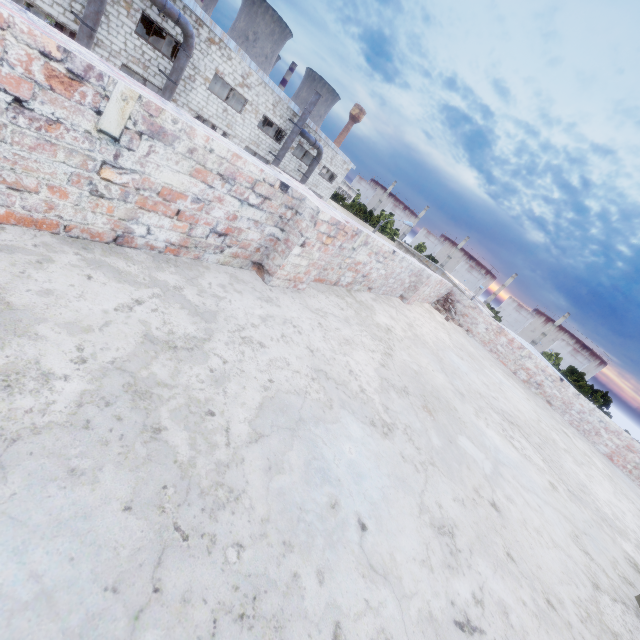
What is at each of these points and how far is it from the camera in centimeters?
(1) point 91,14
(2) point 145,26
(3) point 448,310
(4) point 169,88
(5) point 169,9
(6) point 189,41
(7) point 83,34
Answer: (1) pipe, 1364cm
(2) crane, 2352cm
(3) brick, 999cm
(4) pipe, 1736cm
(5) pipe, 1508cm
(6) pipe, 1645cm
(7) pipe, 1392cm

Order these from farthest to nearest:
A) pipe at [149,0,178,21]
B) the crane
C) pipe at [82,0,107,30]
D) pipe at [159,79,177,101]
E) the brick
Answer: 1. the crane
2. pipe at [159,79,177,101]
3. pipe at [149,0,178,21]
4. pipe at [82,0,107,30]
5. the brick

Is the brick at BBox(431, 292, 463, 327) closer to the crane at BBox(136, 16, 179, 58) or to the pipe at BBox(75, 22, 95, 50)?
the pipe at BBox(75, 22, 95, 50)

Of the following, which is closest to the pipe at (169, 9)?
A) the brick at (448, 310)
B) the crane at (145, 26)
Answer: the crane at (145, 26)

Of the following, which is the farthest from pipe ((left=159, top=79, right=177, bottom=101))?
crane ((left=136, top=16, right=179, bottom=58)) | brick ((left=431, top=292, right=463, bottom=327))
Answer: brick ((left=431, top=292, right=463, bottom=327))

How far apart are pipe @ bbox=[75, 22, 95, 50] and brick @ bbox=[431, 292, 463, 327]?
18.48m

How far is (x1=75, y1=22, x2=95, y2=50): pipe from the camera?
13.9 meters

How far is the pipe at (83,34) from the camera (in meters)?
13.85
